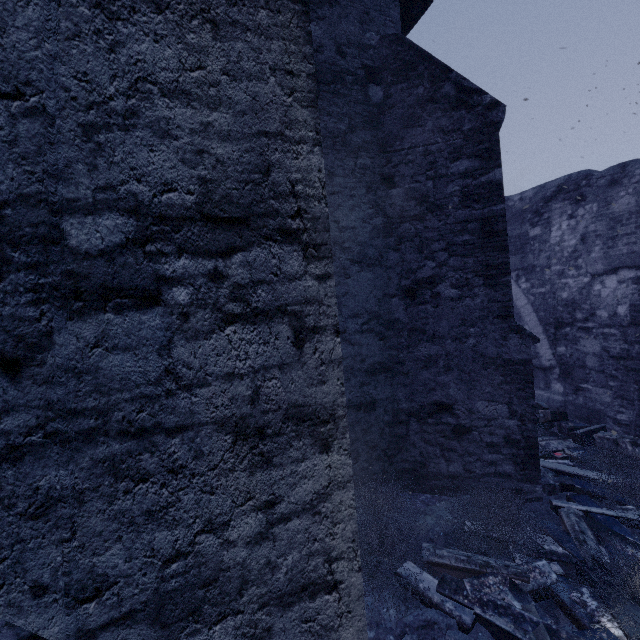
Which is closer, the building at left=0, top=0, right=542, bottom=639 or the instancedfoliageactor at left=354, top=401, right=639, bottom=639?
the building at left=0, top=0, right=542, bottom=639

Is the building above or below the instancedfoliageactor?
above

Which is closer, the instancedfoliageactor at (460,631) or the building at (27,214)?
the building at (27,214)

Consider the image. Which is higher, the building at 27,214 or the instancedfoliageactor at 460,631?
the building at 27,214

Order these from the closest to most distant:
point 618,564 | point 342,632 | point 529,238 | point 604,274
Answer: point 342,632 < point 618,564 < point 604,274 < point 529,238
